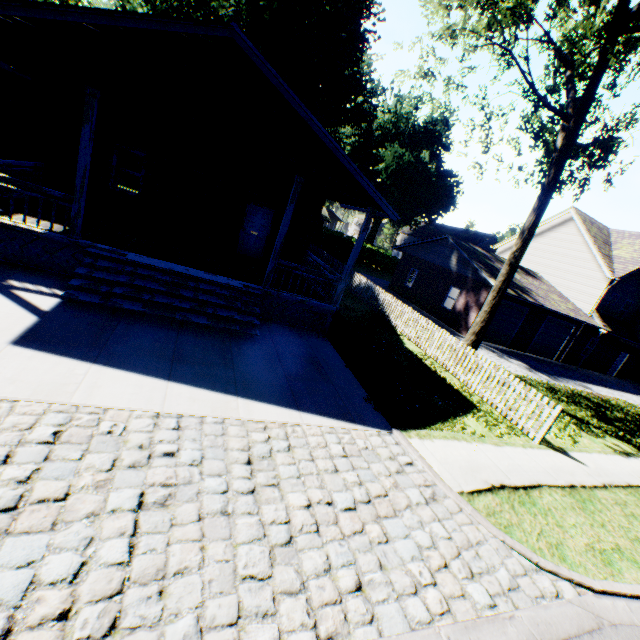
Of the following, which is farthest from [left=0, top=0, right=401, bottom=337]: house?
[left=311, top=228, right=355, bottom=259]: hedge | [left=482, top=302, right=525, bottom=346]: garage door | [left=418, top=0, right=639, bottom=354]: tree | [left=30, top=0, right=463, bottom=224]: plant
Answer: [left=482, top=302, right=525, bottom=346]: garage door

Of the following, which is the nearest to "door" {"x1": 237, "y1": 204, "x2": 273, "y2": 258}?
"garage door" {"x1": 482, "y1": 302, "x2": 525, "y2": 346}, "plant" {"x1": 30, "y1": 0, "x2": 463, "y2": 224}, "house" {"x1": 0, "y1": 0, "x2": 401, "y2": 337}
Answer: "house" {"x1": 0, "y1": 0, "x2": 401, "y2": 337}

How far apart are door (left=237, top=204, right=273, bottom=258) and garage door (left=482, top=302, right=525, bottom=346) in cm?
1442

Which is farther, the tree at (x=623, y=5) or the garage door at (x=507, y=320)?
the garage door at (x=507, y=320)

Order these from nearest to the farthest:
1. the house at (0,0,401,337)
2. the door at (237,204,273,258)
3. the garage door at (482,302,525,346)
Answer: the house at (0,0,401,337), the door at (237,204,273,258), the garage door at (482,302,525,346)

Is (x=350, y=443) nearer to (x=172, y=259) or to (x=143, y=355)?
(x=143, y=355)

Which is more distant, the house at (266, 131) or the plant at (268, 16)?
the plant at (268, 16)

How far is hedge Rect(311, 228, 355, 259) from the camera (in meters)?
37.03
